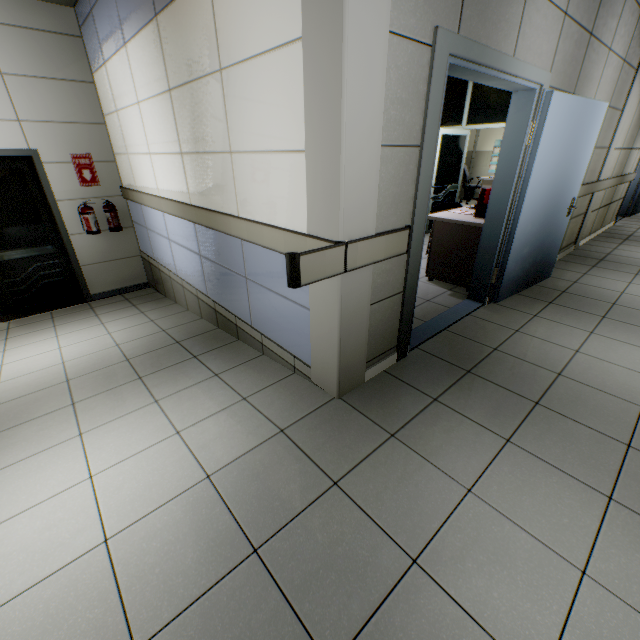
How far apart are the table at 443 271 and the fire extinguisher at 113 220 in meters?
4.7

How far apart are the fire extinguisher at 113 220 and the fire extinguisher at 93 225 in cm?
18

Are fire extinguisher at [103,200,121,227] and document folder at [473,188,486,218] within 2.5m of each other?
no

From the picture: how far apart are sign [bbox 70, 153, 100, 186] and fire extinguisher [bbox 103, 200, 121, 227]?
0.3m

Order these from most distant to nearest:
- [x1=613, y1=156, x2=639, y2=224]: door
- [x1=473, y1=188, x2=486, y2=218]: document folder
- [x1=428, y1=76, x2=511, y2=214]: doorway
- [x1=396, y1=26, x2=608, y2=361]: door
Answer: [x1=613, y1=156, x2=639, y2=224]: door
[x1=428, y1=76, x2=511, y2=214]: doorway
[x1=473, y1=188, x2=486, y2=218]: document folder
[x1=396, y1=26, x2=608, y2=361]: door

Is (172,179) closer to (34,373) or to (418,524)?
(34,373)

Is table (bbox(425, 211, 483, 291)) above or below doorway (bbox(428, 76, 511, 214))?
below

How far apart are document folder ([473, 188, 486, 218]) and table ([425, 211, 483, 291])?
0.01m
